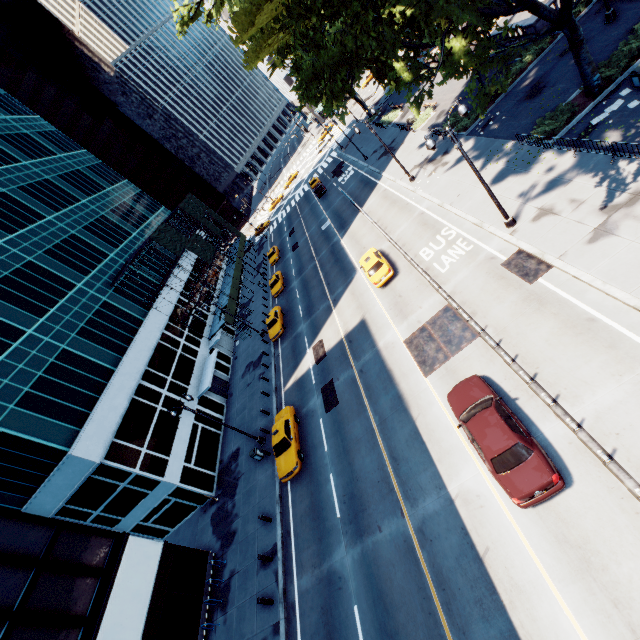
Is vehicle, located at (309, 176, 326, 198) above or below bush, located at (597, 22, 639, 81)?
above

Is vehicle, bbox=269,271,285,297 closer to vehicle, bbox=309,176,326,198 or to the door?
the door

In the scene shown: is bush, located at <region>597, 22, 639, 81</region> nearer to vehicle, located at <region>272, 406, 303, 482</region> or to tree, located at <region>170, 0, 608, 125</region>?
tree, located at <region>170, 0, 608, 125</region>

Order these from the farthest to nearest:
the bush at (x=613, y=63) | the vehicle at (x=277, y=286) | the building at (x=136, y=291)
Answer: the vehicle at (x=277, y=286)
the building at (x=136, y=291)
the bush at (x=613, y=63)

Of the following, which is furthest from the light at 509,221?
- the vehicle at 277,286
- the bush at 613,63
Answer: the vehicle at 277,286

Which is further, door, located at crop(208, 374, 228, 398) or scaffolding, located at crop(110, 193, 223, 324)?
scaffolding, located at crop(110, 193, 223, 324)

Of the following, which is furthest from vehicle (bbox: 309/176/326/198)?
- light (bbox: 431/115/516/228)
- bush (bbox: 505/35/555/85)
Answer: bush (bbox: 505/35/555/85)

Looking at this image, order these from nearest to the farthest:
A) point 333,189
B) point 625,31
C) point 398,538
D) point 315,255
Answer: point 398,538
point 625,31
point 315,255
point 333,189
